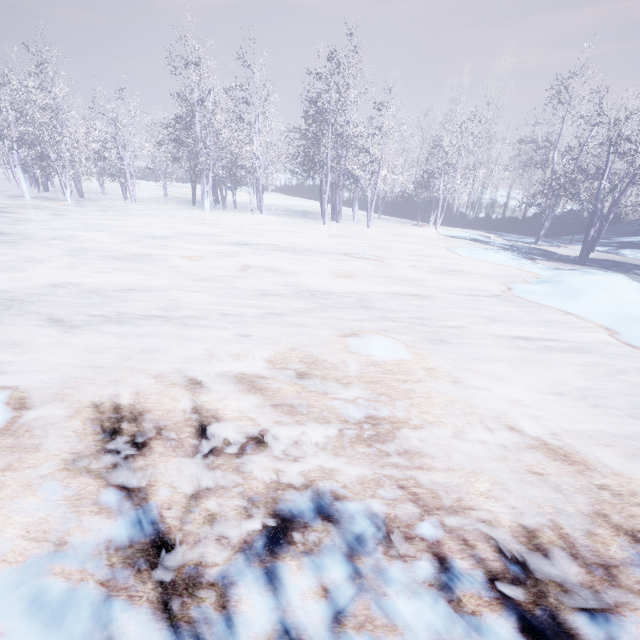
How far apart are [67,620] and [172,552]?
0.6m
